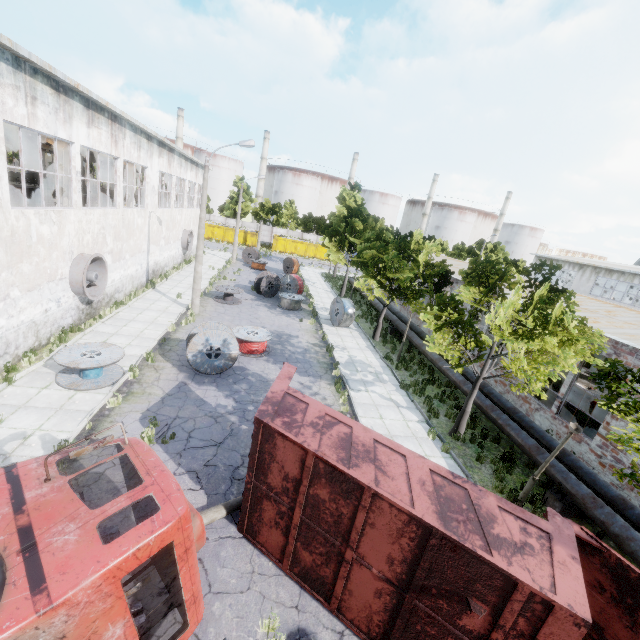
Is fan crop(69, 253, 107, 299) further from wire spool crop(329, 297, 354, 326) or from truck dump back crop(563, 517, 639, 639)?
truck dump back crop(563, 517, 639, 639)

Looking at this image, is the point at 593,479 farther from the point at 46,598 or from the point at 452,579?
the point at 46,598

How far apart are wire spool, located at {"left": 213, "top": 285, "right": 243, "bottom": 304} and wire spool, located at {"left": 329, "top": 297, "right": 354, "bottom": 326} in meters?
6.5 m

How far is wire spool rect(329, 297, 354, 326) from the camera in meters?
22.0

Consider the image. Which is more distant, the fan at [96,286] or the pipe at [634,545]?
the fan at [96,286]

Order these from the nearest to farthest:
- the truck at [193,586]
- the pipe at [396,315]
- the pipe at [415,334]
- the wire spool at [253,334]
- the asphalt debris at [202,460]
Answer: the truck at [193,586] → the asphalt debris at [202,460] → the wire spool at [253,334] → the pipe at [415,334] → the pipe at [396,315]

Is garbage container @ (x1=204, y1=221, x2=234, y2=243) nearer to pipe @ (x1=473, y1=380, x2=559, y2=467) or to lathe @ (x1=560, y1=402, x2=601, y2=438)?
pipe @ (x1=473, y1=380, x2=559, y2=467)

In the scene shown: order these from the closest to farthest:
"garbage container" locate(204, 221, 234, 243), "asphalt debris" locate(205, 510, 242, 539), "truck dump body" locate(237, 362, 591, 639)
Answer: "truck dump body" locate(237, 362, 591, 639) → "asphalt debris" locate(205, 510, 242, 539) → "garbage container" locate(204, 221, 234, 243)
